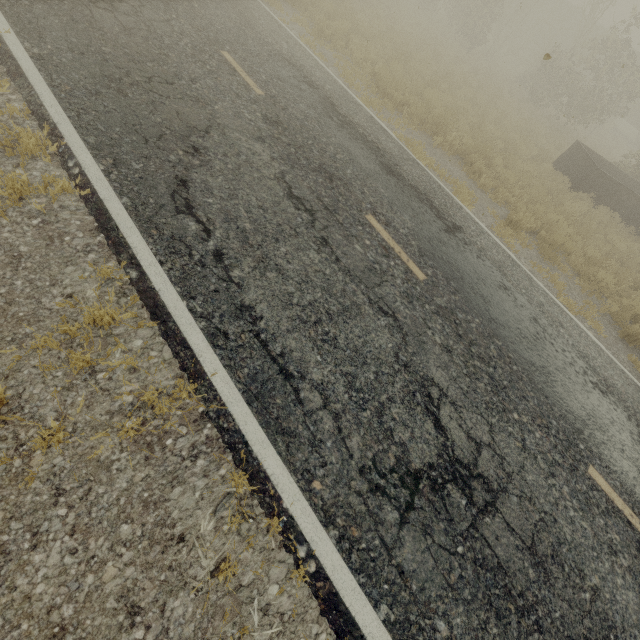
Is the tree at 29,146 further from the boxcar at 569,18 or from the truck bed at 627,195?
the boxcar at 569,18

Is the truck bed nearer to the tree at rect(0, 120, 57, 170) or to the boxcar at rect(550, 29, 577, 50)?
the tree at rect(0, 120, 57, 170)

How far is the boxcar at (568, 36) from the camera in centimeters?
3114cm

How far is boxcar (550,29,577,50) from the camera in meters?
31.1

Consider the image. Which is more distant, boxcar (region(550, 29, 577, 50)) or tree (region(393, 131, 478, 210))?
boxcar (region(550, 29, 577, 50))

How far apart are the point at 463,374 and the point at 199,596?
3.77m

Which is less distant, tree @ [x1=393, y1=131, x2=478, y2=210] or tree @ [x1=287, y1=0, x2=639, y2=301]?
tree @ [x1=393, y1=131, x2=478, y2=210]

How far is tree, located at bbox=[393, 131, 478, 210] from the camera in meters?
8.2
